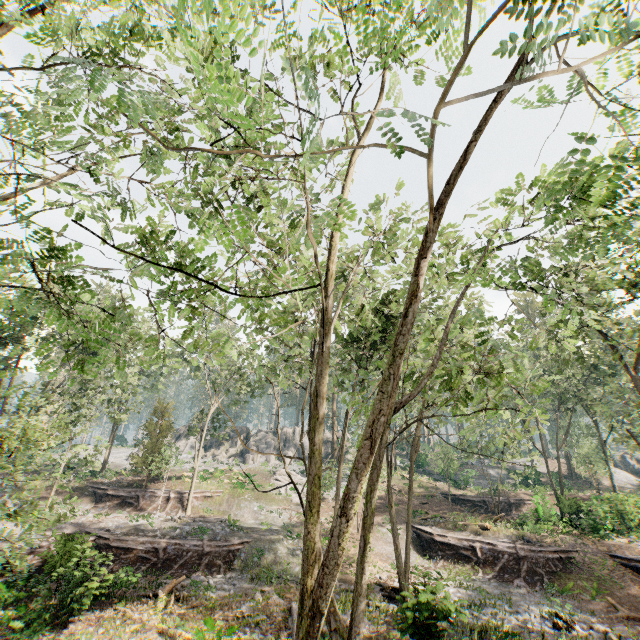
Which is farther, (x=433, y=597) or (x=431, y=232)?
(x=433, y=597)

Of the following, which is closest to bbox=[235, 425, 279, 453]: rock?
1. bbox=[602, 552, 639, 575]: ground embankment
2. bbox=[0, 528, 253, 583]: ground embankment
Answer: bbox=[0, 528, 253, 583]: ground embankment

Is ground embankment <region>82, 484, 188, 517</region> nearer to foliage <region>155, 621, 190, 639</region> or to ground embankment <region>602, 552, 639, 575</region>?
foliage <region>155, 621, 190, 639</region>

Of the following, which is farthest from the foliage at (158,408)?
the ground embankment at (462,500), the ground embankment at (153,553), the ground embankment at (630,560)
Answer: the ground embankment at (462,500)

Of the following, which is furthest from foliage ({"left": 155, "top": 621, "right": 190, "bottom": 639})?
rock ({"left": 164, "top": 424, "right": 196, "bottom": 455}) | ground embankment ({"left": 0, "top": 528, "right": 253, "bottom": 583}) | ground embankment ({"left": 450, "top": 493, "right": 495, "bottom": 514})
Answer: ground embankment ({"left": 450, "top": 493, "right": 495, "bottom": 514})

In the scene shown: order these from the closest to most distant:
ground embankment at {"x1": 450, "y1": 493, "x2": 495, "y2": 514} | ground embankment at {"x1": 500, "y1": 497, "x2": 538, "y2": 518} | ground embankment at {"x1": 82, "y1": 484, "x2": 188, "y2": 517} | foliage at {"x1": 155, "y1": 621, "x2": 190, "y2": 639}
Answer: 1. foliage at {"x1": 155, "y1": 621, "x2": 190, "y2": 639}
2. ground embankment at {"x1": 500, "y1": 497, "x2": 538, "y2": 518}
3. ground embankment at {"x1": 82, "y1": 484, "x2": 188, "y2": 517}
4. ground embankment at {"x1": 450, "y1": 493, "x2": 495, "y2": 514}

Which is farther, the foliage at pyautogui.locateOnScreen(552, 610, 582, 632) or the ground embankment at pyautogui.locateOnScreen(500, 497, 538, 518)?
the ground embankment at pyautogui.locateOnScreen(500, 497, 538, 518)

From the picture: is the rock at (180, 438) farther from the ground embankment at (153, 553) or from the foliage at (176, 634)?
the ground embankment at (153, 553)
